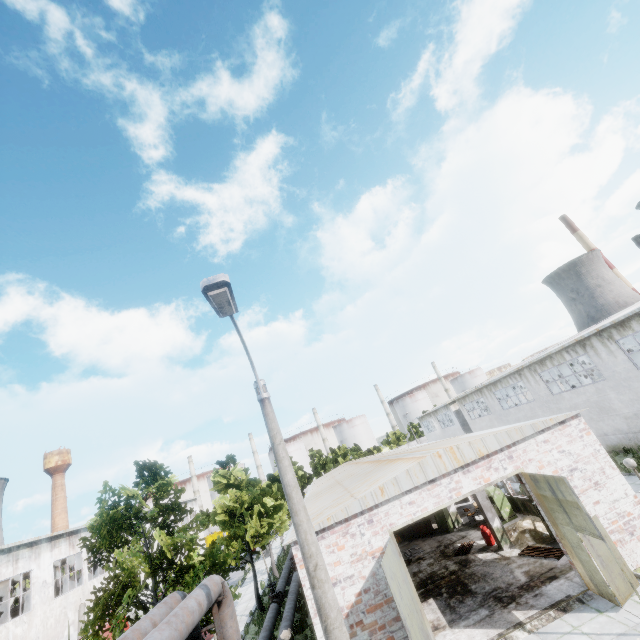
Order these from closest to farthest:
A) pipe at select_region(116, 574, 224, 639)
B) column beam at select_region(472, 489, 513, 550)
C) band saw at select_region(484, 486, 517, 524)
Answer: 1. pipe at select_region(116, 574, 224, 639)
2. column beam at select_region(472, 489, 513, 550)
3. band saw at select_region(484, 486, 517, 524)

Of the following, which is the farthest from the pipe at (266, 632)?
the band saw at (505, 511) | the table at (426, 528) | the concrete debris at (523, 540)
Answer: the band saw at (505, 511)

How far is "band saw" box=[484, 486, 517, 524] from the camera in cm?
1907

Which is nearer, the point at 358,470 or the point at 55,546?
the point at 358,470

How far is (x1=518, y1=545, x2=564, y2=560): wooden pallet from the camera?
13.4m

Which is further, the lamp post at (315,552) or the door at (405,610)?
the door at (405,610)

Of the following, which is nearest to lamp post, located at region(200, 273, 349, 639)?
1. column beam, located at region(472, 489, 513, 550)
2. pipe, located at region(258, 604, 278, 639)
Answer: pipe, located at region(258, 604, 278, 639)

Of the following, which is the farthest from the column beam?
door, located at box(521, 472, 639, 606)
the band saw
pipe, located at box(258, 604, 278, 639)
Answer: door, located at box(521, 472, 639, 606)
